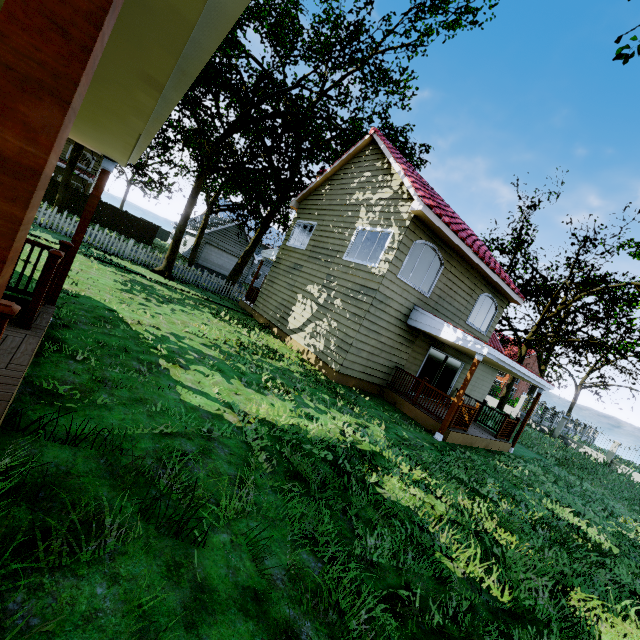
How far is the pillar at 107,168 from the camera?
5.1m

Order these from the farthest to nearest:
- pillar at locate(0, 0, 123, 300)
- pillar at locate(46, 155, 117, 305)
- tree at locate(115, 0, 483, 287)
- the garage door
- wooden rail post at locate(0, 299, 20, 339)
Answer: the garage door
tree at locate(115, 0, 483, 287)
pillar at locate(46, 155, 117, 305)
wooden rail post at locate(0, 299, 20, 339)
pillar at locate(0, 0, 123, 300)

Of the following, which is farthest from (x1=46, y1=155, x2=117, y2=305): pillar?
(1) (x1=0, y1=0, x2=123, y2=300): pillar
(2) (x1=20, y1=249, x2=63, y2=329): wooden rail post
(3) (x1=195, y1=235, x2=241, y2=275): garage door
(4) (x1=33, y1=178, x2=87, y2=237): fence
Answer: (3) (x1=195, y1=235, x2=241, y2=275): garage door

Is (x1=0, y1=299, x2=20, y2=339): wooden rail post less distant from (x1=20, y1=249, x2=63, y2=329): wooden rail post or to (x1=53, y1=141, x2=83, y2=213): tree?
(x1=20, y1=249, x2=63, y2=329): wooden rail post

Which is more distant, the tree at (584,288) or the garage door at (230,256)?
the garage door at (230,256)

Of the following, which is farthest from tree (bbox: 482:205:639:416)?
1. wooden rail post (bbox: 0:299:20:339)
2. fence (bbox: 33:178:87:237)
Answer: wooden rail post (bbox: 0:299:20:339)

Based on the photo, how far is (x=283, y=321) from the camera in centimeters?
1427cm

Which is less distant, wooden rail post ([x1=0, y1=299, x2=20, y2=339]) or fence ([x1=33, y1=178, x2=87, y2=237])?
wooden rail post ([x1=0, y1=299, x2=20, y2=339])
